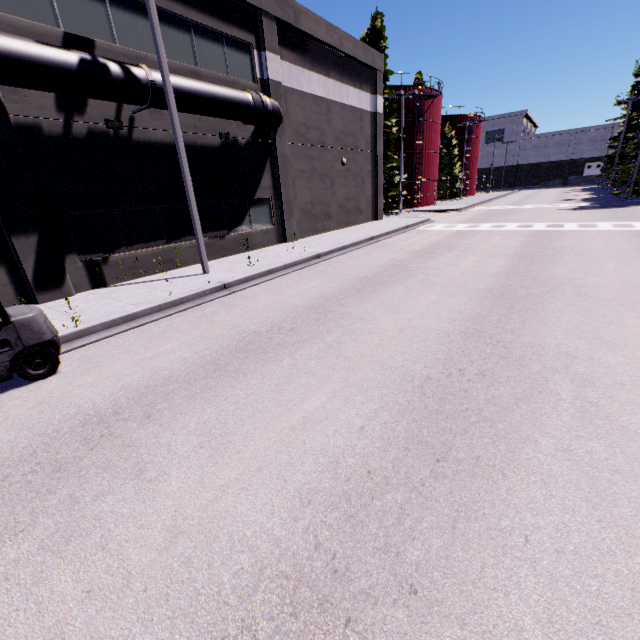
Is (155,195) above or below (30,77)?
below

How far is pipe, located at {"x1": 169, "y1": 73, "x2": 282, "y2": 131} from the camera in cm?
1062

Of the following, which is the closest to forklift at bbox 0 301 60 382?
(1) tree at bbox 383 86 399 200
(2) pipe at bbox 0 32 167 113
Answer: (2) pipe at bbox 0 32 167 113

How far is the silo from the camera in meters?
34.2

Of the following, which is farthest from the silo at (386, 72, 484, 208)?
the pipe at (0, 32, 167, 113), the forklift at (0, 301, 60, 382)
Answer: the forklift at (0, 301, 60, 382)

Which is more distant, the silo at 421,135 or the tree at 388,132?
the silo at 421,135

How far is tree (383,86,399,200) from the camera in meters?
29.5 m

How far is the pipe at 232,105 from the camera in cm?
1062
